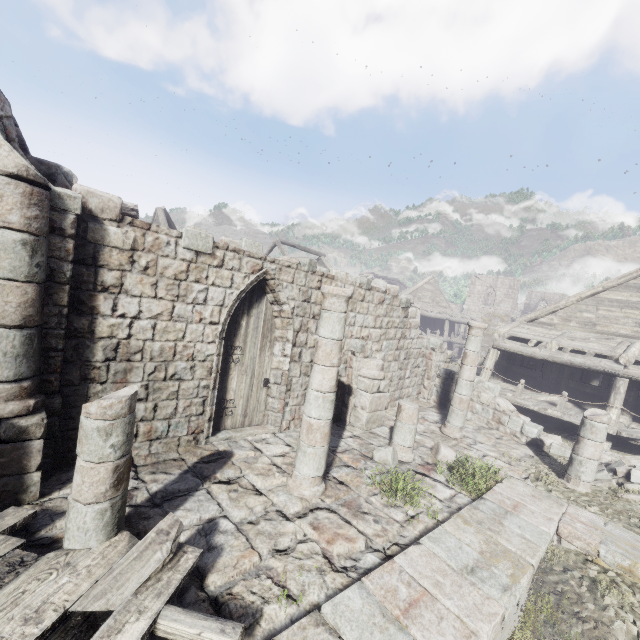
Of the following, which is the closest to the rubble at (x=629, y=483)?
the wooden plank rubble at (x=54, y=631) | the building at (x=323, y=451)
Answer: the building at (x=323, y=451)

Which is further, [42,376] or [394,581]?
[42,376]

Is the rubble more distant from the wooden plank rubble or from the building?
the wooden plank rubble

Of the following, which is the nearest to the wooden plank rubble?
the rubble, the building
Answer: the building

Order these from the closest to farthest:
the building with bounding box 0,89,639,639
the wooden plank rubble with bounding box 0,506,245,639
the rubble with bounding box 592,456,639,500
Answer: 1. the wooden plank rubble with bounding box 0,506,245,639
2. the building with bounding box 0,89,639,639
3. the rubble with bounding box 592,456,639,500

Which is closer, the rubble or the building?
the building

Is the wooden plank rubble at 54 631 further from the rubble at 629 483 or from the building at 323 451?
the rubble at 629 483
